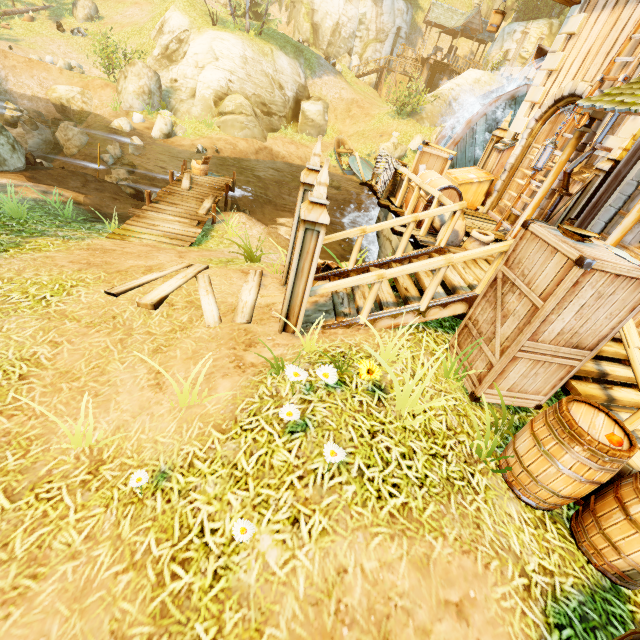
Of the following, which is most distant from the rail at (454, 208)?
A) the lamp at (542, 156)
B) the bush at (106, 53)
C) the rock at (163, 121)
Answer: the bush at (106, 53)

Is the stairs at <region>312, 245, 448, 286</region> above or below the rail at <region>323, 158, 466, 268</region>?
below

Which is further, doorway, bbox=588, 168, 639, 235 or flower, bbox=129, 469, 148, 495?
doorway, bbox=588, 168, 639, 235

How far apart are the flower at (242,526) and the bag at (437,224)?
5.9m

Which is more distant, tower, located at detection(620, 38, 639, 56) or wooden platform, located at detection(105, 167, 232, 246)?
wooden platform, located at detection(105, 167, 232, 246)

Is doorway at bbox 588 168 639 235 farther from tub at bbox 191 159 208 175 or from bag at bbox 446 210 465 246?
tub at bbox 191 159 208 175

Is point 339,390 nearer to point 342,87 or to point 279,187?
point 279,187

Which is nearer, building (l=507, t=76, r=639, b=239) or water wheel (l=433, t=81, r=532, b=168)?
building (l=507, t=76, r=639, b=239)
